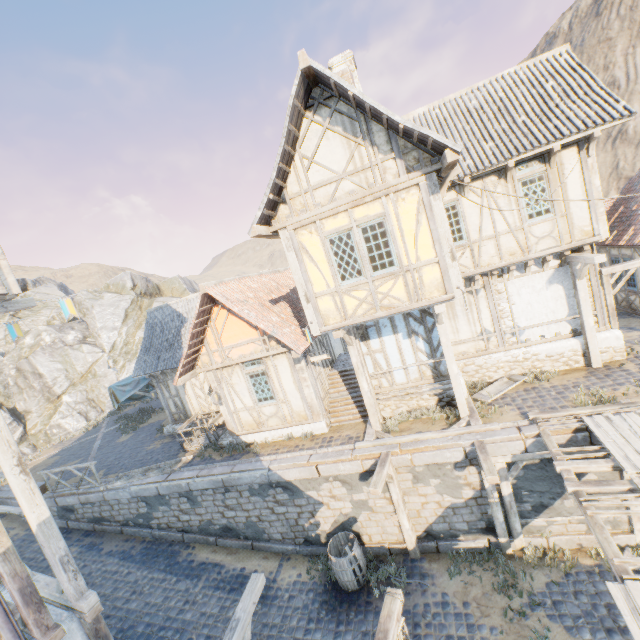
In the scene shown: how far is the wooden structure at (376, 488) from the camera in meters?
8.2

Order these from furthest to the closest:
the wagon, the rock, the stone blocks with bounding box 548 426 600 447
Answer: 1. the rock
2. the wagon
3. the stone blocks with bounding box 548 426 600 447

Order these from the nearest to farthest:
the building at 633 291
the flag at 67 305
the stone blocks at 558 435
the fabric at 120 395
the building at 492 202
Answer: the flag at 67 305
the stone blocks at 558 435
the building at 492 202
the building at 633 291
the fabric at 120 395

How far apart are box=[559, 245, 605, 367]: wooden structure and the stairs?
7.1 meters

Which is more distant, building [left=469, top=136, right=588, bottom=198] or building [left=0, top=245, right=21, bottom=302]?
building [left=469, top=136, right=588, bottom=198]

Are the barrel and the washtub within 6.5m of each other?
yes

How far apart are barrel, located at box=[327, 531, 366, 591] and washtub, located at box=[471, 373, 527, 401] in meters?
5.7 m

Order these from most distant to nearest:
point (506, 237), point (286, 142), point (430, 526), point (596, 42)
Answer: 1. point (596, 42)
2. point (506, 237)
3. point (430, 526)
4. point (286, 142)
